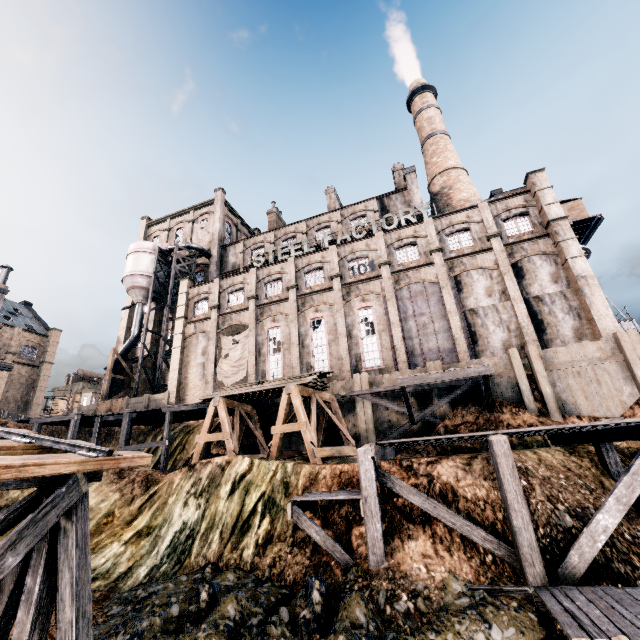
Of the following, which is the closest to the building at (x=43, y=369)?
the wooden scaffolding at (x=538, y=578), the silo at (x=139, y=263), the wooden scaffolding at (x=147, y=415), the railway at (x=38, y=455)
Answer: the silo at (x=139, y=263)

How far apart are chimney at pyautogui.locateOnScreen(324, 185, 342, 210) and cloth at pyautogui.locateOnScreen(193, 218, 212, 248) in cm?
1616

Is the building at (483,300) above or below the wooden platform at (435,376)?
above

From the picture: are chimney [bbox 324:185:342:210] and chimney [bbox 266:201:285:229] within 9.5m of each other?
yes

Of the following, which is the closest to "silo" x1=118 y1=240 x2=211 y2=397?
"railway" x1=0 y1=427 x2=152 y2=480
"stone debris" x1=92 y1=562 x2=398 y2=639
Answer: "railway" x1=0 y1=427 x2=152 y2=480

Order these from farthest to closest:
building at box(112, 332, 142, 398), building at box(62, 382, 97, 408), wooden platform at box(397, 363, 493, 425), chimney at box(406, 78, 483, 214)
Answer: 1. building at box(62, 382, 97, 408)
2. building at box(112, 332, 142, 398)
3. chimney at box(406, 78, 483, 214)
4. wooden platform at box(397, 363, 493, 425)

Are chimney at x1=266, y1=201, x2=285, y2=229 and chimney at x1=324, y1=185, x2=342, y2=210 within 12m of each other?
yes

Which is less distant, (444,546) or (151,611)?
(151,611)
